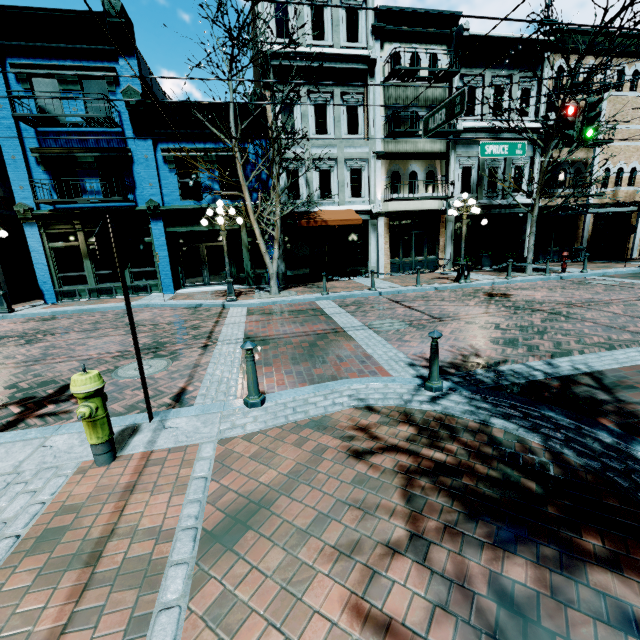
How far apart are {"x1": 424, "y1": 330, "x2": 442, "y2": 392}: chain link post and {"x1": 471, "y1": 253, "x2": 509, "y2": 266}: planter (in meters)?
14.43

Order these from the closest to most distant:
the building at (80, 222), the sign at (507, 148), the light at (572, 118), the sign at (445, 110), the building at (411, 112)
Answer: the sign at (445, 110) → the light at (572, 118) → the sign at (507, 148) → the building at (80, 222) → the building at (411, 112)

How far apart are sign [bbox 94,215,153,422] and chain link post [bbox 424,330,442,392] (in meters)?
3.76

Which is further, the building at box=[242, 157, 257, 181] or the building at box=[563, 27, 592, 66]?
the building at box=[563, 27, 592, 66]

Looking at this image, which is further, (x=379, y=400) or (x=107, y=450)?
(x=379, y=400)

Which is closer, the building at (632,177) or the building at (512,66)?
the building at (512,66)

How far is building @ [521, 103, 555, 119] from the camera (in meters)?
16.39

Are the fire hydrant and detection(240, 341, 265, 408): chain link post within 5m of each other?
yes
